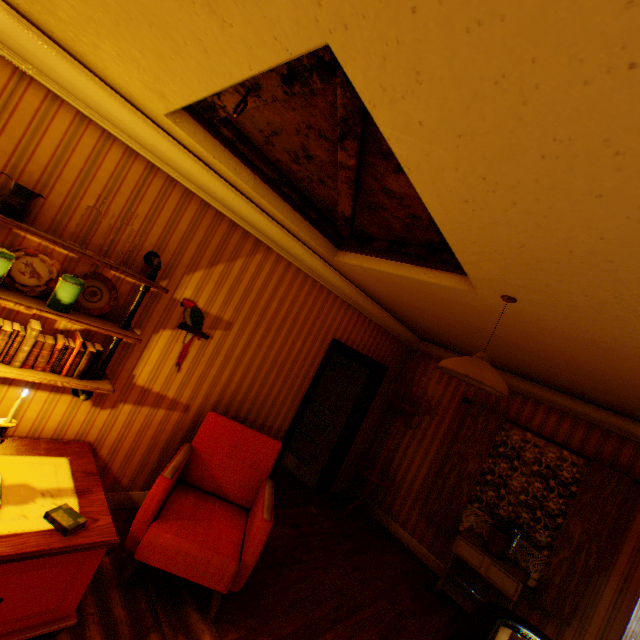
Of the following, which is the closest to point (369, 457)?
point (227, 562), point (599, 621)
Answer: point (599, 621)

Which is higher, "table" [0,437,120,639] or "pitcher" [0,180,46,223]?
"pitcher" [0,180,46,223]

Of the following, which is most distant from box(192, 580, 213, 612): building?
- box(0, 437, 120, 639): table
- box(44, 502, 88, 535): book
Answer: box(44, 502, 88, 535): book

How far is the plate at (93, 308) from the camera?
2.4m

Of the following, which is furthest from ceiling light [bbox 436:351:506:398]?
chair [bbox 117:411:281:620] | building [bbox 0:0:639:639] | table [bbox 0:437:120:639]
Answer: table [bbox 0:437:120:639]

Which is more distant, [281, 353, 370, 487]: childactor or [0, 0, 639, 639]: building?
[281, 353, 370, 487]: childactor

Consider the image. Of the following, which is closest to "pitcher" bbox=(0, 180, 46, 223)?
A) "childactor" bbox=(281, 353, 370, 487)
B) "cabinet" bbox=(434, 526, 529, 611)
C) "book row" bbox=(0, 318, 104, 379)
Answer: "book row" bbox=(0, 318, 104, 379)

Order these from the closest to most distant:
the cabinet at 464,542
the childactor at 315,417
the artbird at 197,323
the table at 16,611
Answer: the table at 16,611, the artbird at 197,323, the cabinet at 464,542, the childactor at 315,417
